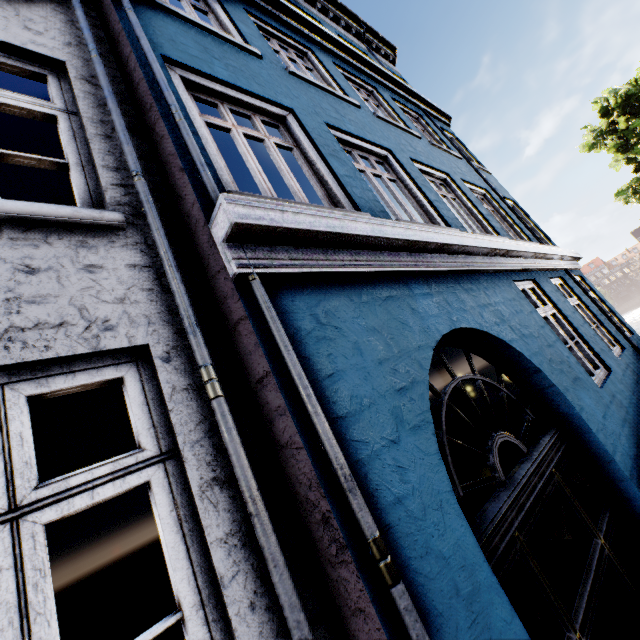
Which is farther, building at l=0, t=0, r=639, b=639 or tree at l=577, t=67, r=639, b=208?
tree at l=577, t=67, r=639, b=208

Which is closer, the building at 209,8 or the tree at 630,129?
the building at 209,8

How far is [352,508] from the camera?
1.4m
